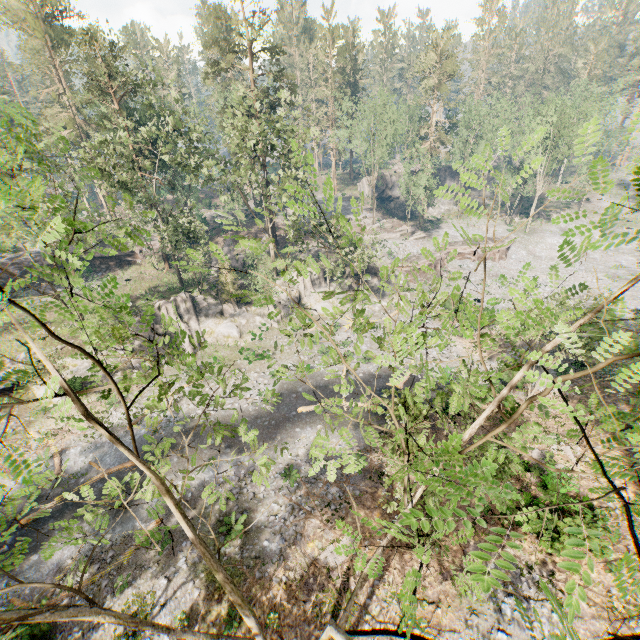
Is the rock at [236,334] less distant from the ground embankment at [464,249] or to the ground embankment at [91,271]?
the ground embankment at [464,249]

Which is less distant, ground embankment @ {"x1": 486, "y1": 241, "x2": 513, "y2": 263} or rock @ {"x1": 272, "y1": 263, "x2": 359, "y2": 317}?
rock @ {"x1": 272, "y1": 263, "x2": 359, "y2": 317}

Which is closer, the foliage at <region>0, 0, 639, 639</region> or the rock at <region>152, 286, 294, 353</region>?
the foliage at <region>0, 0, 639, 639</region>

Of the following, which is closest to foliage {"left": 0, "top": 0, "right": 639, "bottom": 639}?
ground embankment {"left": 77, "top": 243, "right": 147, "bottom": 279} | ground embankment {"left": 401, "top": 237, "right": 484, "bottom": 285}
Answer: ground embankment {"left": 77, "top": 243, "right": 147, "bottom": 279}

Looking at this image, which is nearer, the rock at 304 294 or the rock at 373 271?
the rock at 304 294

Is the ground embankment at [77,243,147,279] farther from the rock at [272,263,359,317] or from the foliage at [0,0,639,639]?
the rock at [272,263,359,317]

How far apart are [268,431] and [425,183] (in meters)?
39.98

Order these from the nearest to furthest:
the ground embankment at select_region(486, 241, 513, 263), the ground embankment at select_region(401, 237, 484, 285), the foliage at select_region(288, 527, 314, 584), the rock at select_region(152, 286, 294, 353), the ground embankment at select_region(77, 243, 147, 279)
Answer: the foliage at select_region(288, 527, 314, 584) < the rock at select_region(152, 286, 294, 353) < the ground embankment at select_region(77, 243, 147, 279) < the ground embankment at select_region(401, 237, 484, 285) < the ground embankment at select_region(486, 241, 513, 263)
